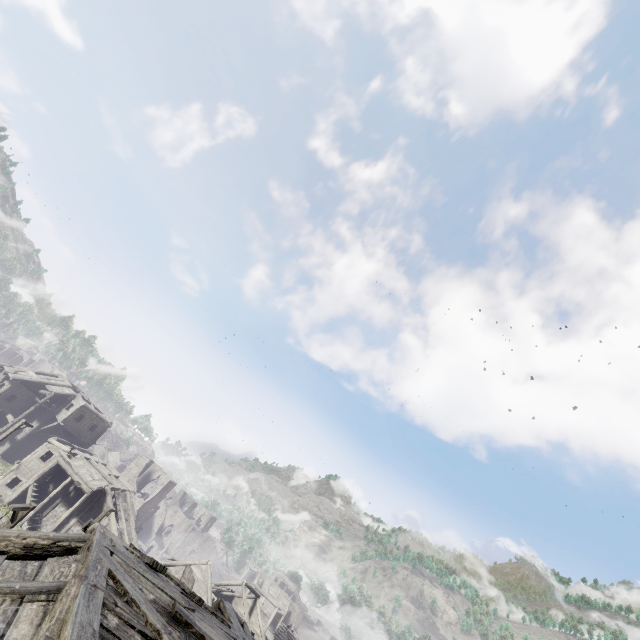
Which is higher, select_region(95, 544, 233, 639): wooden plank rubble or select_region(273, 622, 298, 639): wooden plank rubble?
select_region(95, 544, 233, 639): wooden plank rubble

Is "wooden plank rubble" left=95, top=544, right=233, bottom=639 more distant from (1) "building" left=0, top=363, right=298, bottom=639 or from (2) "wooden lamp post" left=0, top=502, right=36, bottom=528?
(2) "wooden lamp post" left=0, top=502, right=36, bottom=528

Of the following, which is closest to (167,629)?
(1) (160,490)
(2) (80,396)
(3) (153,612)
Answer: (3) (153,612)

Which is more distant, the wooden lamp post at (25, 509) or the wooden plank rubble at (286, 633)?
the wooden plank rubble at (286, 633)

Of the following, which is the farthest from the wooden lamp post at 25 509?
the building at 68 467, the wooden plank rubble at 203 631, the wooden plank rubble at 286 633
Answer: the wooden plank rubble at 286 633

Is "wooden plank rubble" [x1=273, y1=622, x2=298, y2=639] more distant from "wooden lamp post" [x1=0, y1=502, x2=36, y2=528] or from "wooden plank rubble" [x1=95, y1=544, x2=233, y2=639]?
"wooden plank rubble" [x1=95, y1=544, x2=233, y2=639]

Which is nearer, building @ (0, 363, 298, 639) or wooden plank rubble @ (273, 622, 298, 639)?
building @ (0, 363, 298, 639)

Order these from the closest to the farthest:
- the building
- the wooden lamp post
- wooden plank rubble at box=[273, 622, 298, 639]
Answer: the building < the wooden lamp post < wooden plank rubble at box=[273, 622, 298, 639]
